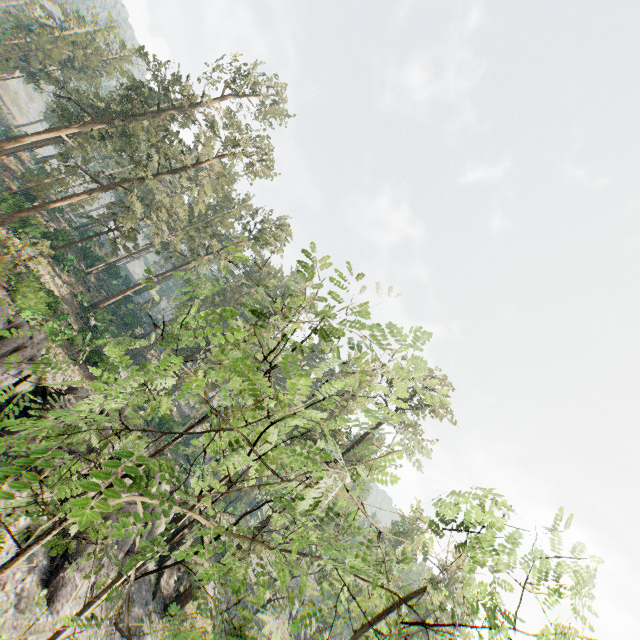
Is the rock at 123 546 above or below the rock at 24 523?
above

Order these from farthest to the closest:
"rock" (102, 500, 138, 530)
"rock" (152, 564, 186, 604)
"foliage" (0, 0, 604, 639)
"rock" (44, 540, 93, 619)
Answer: "rock" (152, 564, 186, 604)
"rock" (102, 500, 138, 530)
"rock" (44, 540, 93, 619)
"foliage" (0, 0, 604, 639)

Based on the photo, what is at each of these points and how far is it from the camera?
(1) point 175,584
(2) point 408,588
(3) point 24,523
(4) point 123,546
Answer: (1) rock, 28.3m
(2) foliage, 7.0m
(3) rock, 17.3m
(4) rock, 22.1m

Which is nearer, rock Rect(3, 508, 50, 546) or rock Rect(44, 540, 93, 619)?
rock Rect(3, 508, 50, 546)

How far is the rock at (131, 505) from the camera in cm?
2116

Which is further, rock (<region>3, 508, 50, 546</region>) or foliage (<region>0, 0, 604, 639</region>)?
rock (<region>3, 508, 50, 546</region>)
